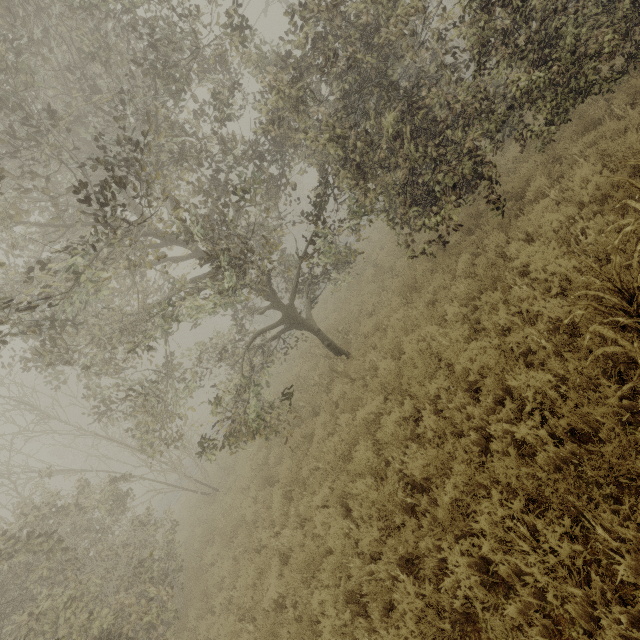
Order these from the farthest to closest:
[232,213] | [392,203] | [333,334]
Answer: [232,213] → [333,334] → [392,203]
